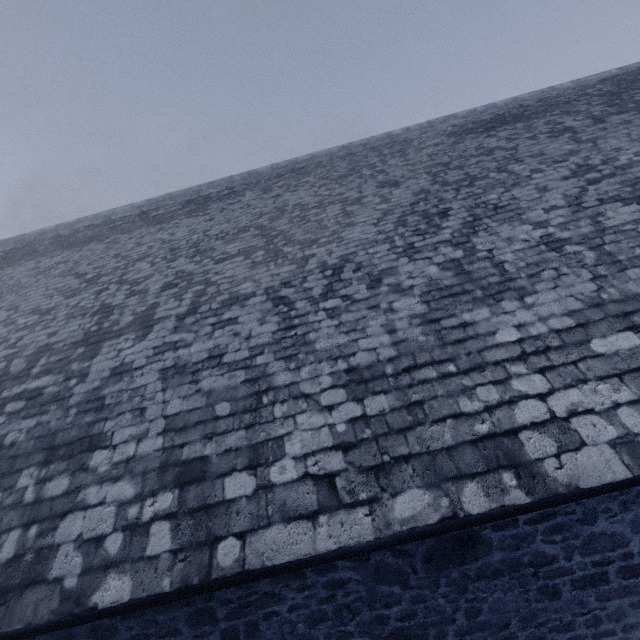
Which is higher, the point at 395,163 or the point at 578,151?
the point at 395,163
